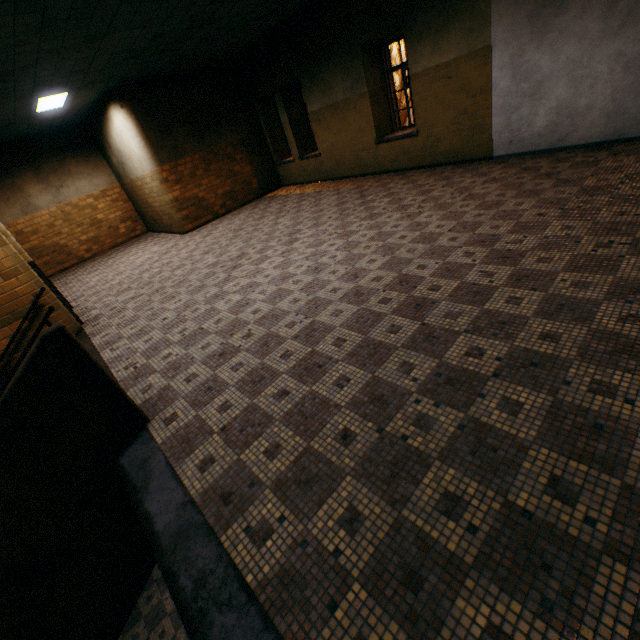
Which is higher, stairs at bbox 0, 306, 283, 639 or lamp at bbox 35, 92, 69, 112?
lamp at bbox 35, 92, 69, 112

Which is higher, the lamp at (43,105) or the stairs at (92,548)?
the lamp at (43,105)

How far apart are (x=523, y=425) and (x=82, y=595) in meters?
4.2 m

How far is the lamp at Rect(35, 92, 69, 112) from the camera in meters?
7.3

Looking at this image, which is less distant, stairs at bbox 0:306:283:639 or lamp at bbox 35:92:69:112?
stairs at bbox 0:306:283:639

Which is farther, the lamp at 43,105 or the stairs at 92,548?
the lamp at 43,105
